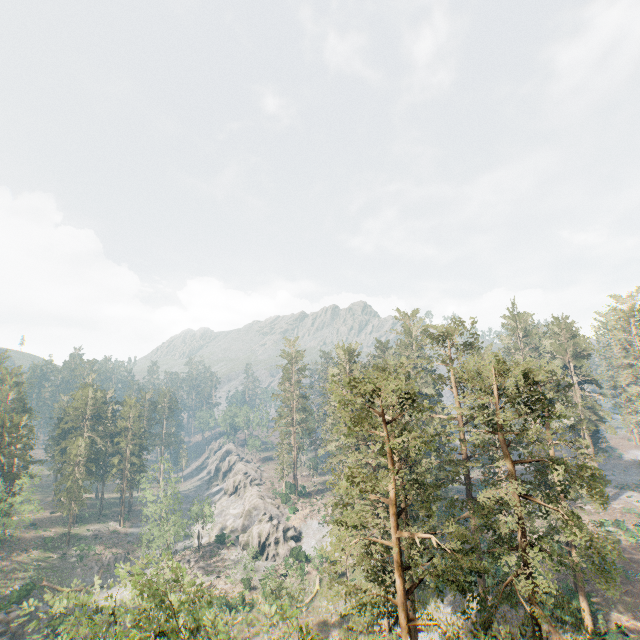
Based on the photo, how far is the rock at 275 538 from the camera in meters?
56.6

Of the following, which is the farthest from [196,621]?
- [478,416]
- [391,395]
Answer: [478,416]

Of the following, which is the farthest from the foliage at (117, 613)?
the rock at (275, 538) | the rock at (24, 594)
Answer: the rock at (24, 594)

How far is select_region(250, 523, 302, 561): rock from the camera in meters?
56.6 m

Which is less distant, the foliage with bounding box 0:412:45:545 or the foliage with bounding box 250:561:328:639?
the foliage with bounding box 250:561:328:639

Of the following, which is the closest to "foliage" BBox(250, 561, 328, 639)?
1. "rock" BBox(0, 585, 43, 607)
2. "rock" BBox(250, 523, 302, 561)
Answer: "rock" BBox(250, 523, 302, 561)

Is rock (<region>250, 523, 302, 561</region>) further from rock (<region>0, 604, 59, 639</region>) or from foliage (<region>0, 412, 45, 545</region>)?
foliage (<region>0, 412, 45, 545</region>)

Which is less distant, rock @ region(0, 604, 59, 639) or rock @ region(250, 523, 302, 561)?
rock @ region(0, 604, 59, 639)
